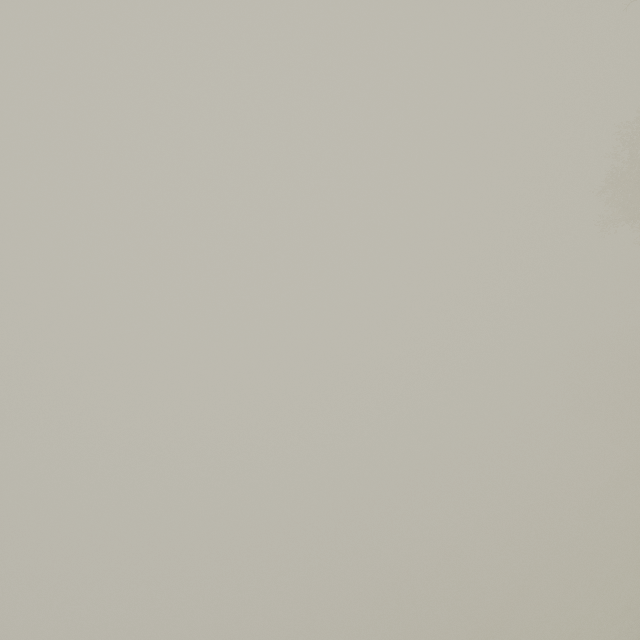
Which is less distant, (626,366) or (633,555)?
(633,555)
